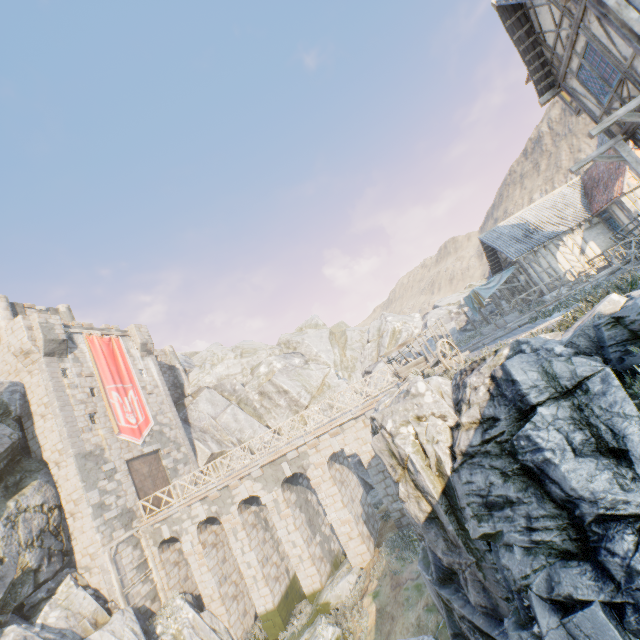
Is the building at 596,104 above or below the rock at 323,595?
above

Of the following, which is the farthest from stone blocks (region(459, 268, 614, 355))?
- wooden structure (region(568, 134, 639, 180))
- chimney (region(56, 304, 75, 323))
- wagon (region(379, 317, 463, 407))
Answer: chimney (region(56, 304, 75, 323))

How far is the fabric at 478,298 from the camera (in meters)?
22.06

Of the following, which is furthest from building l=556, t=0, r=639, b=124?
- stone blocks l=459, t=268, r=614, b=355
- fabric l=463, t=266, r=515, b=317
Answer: fabric l=463, t=266, r=515, b=317

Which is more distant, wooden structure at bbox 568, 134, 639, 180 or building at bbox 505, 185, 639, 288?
building at bbox 505, 185, 639, 288

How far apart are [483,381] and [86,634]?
21.2 meters

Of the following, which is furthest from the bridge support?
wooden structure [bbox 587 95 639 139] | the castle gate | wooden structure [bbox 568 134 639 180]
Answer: wooden structure [bbox 587 95 639 139]

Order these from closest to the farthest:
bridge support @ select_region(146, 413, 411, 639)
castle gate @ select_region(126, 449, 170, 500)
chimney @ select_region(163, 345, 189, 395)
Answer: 1. bridge support @ select_region(146, 413, 411, 639)
2. castle gate @ select_region(126, 449, 170, 500)
3. chimney @ select_region(163, 345, 189, 395)
